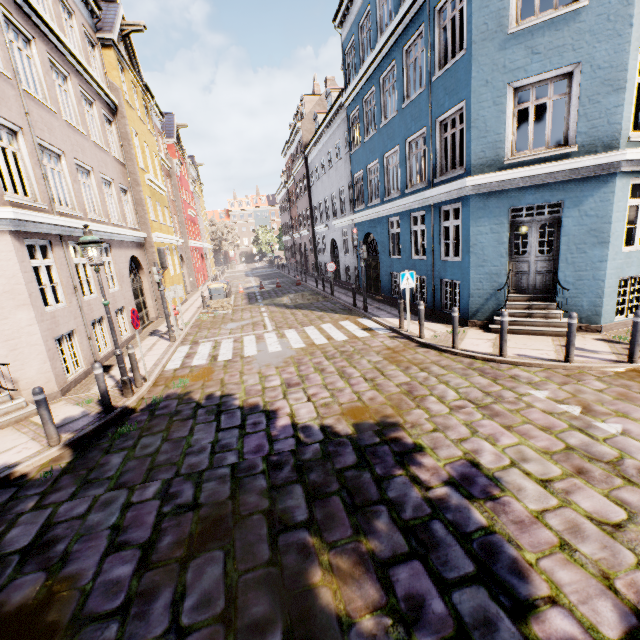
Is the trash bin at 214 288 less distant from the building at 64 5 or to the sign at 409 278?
the building at 64 5

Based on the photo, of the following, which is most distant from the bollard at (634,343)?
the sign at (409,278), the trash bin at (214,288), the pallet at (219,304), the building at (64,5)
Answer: the trash bin at (214,288)

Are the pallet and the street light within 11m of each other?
yes

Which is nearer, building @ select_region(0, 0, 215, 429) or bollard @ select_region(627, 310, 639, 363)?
bollard @ select_region(627, 310, 639, 363)

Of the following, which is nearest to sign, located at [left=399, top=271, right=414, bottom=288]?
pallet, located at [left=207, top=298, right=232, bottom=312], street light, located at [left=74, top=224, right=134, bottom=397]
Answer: street light, located at [left=74, top=224, right=134, bottom=397]

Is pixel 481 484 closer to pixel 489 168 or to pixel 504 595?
pixel 504 595

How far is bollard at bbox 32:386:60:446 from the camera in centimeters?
552cm
